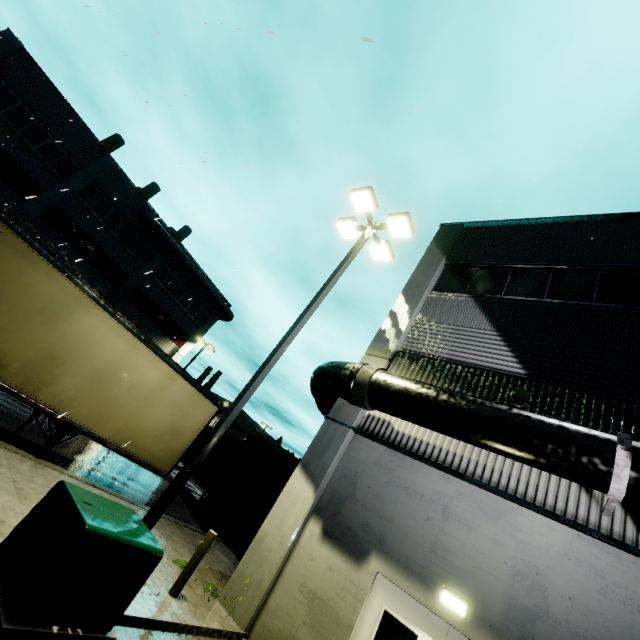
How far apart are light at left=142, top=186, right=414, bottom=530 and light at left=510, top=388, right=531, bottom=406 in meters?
4.8 m

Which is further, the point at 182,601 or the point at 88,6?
the point at 182,601

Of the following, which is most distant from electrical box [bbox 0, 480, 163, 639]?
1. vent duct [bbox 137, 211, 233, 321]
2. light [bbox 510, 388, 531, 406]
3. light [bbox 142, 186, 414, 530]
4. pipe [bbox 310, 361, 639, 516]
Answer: vent duct [bbox 137, 211, 233, 321]

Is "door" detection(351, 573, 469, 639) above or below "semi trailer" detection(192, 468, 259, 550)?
above

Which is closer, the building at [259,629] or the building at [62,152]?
the building at [259,629]

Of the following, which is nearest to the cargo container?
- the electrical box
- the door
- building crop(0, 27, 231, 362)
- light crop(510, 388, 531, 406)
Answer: building crop(0, 27, 231, 362)

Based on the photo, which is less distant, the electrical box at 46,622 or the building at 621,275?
the electrical box at 46,622

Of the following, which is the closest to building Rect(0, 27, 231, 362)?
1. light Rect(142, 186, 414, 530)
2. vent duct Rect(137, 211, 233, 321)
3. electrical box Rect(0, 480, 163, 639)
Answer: vent duct Rect(137, 211, 233, 321)
